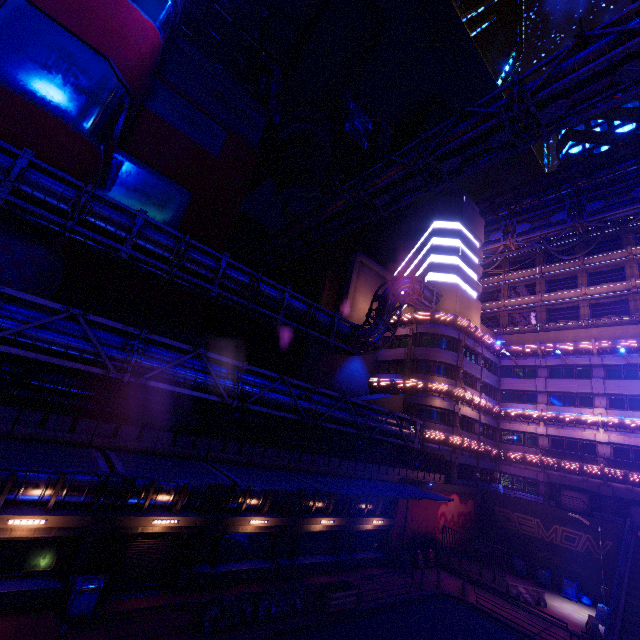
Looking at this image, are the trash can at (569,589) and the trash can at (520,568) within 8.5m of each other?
yes

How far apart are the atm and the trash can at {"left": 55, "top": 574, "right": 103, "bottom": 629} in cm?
2079

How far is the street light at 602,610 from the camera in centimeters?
2120cm

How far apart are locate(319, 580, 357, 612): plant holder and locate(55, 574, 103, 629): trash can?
9.5m

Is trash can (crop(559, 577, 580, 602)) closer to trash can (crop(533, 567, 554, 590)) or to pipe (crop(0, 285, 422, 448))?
trash can (crop(533, 567, 554, 590))

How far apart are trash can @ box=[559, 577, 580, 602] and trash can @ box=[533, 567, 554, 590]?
0.61m

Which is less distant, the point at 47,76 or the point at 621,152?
the point at 47,76

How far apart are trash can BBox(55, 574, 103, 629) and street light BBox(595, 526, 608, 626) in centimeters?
2954cm
